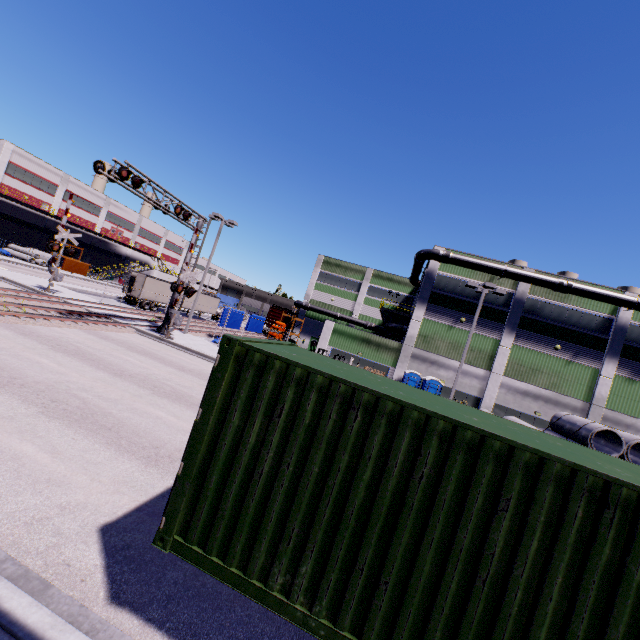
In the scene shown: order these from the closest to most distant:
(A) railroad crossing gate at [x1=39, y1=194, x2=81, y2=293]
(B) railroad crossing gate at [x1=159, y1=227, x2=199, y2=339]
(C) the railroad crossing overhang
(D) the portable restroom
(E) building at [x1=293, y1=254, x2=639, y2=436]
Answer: (C) the railroad crossing overhang → (B) railroad crossing gate at [x1=159, y1=227, x2=199, y2=339] → (A) railroad crossing gate at [x1=39, y1=194, x2=81, y2=293] → (E) building at [x1=293, y1=254, x2=639, y2=436] → (D) the portable restroom

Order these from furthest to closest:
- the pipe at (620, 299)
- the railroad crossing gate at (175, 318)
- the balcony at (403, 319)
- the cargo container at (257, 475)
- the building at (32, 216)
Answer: the building at (32, 216)
the balcony at (403, 319)
the pipe at (620, 299)
the railroad crossing gate at (175, 318)
the cargo container at (257, 475)

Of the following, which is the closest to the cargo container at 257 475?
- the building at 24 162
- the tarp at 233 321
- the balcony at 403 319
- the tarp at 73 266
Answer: the building at 24 162

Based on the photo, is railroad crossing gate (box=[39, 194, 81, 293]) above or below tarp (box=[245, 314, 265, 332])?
above

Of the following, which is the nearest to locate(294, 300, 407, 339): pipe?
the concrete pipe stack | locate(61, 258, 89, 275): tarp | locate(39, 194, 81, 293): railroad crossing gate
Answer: locate(39, 194, 81, 293): railroad crossing gate

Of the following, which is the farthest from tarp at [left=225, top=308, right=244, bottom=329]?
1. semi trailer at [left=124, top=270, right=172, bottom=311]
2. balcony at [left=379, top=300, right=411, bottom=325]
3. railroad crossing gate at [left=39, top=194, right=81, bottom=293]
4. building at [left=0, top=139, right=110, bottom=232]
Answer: balcony at [left=379, top=300, right=411, bottom=325]

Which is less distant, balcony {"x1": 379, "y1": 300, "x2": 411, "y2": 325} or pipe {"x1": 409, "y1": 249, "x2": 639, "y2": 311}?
pipe {"x1": 409, "y1": 249, "x2": 639, "y2": 311}

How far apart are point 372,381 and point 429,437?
1.07m
